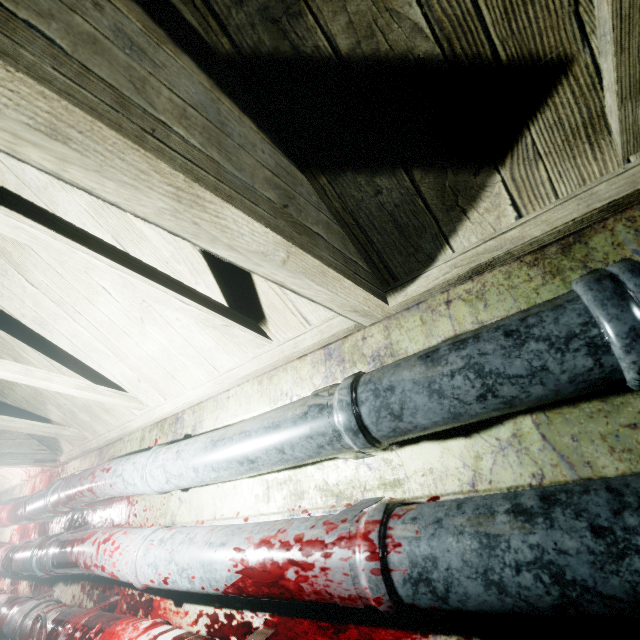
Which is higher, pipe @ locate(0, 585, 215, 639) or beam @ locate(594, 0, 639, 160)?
beam @ locate(594, 0, 639, 160)

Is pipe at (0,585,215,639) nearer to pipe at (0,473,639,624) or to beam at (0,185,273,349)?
pipe at (0,473,639,624)

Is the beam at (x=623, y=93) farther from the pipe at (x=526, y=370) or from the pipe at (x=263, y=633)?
the pipe at (x=263, y=633)

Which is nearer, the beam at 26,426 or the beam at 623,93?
the beam at 623,93

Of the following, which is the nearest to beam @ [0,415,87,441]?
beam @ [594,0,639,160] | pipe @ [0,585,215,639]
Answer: beam @ [594,0,639,160]

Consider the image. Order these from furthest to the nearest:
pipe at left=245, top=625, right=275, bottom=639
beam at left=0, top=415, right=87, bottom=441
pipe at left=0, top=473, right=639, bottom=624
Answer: beam at left=0, top=415, right=87, bottom=441
pipe at left=245, top=625, right=275, bottom=639
pipe at left=0, top=473, right=639, bottom=624

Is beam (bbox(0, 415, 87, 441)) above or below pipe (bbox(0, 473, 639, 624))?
above

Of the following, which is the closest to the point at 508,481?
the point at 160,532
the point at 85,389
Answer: the point at 160,532
